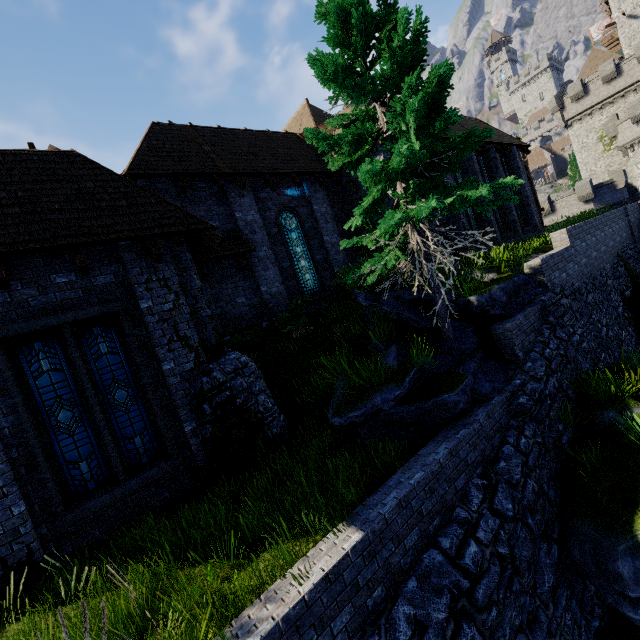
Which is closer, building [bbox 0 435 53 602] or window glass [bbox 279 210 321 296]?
building [bbox 0 435 53 602]

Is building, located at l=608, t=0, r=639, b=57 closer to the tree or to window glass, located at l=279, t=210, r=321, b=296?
the tree

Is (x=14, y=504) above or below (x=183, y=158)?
below

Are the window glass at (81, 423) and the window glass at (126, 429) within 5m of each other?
yes

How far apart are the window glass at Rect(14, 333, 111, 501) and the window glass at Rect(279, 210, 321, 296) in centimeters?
859cm

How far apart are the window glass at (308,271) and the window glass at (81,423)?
8.6 meters

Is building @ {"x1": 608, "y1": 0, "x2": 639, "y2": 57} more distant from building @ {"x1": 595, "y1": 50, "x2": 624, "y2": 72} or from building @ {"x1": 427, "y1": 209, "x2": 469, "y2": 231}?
building @ {"x1": 427, "y1": 209, "x2": 469, "y2": 231}

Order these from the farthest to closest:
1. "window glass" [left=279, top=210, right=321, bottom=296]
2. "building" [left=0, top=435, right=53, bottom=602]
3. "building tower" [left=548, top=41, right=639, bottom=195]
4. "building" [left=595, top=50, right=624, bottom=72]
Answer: "building" [left=595, top=50, right=624, bottom=72], "building tower" [left=548, top=41, right=639, bottom=195], "window glass" [left=279, top=210, right=321, bottom=296], "building" [left=0, top=435, right=53, bottom=602]
